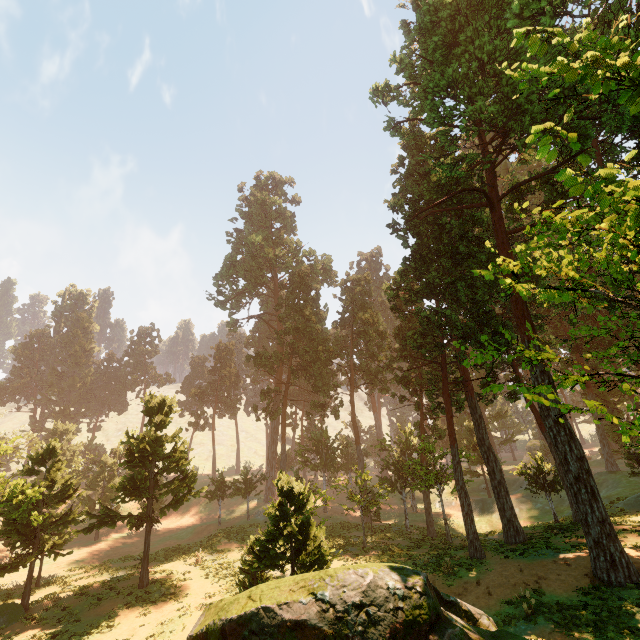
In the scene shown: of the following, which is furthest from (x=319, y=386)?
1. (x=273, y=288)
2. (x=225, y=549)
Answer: (x=273, y=288)
